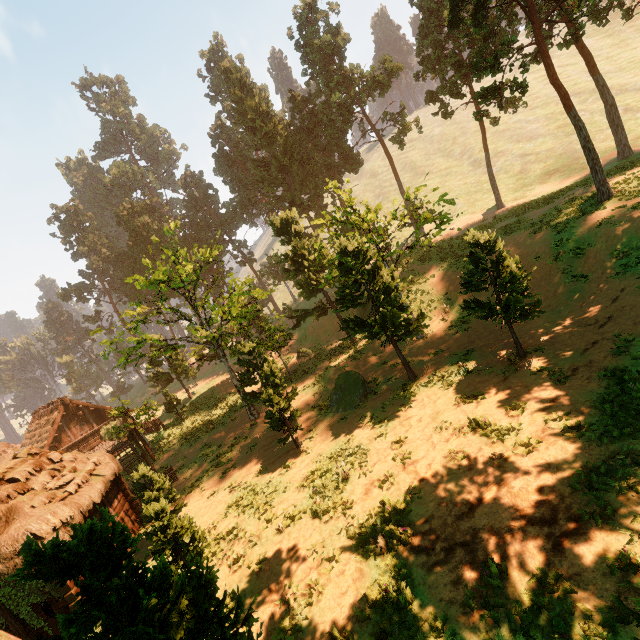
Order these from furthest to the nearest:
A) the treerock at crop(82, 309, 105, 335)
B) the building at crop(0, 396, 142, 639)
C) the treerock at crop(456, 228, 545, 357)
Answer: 1. the treerock at crop(82, 309, 105, 335)
2. the treerock at crop(456, 228, 545, 357)
3. the building at crop(0, 396, 142, 639)

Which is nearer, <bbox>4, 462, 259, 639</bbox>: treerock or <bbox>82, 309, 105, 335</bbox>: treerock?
<bbox>4, 462, 259, 639</bbox>: treerock

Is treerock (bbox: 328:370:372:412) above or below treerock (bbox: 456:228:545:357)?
below

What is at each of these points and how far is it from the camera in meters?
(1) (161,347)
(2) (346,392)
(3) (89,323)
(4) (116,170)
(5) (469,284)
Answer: (1) treerock, 23.0
(2) treerock, 19.4
(3) treerock, 58.2
(4) treerock, 58.5
(5) treerock, 14.4

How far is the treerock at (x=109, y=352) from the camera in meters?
21.0 m

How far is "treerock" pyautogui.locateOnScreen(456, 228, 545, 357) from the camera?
13.22m
